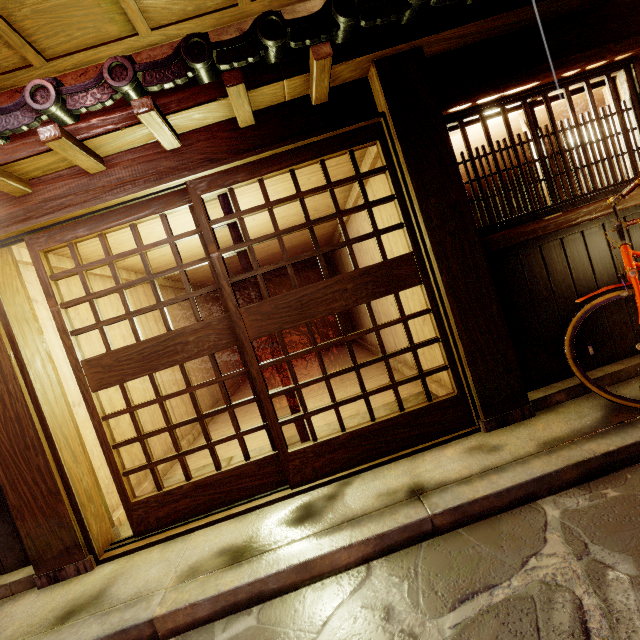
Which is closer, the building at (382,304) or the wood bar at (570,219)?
the wood bar at (570,219)

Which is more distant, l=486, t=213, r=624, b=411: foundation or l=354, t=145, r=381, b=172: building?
l=354, t=145, r=381, b=172: building

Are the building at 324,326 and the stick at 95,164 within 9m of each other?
no

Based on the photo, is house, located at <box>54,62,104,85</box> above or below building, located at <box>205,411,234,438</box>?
above

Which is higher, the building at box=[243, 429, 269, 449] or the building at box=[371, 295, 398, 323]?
the building at box=[371, 295, 398, 323]

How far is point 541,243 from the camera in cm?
531

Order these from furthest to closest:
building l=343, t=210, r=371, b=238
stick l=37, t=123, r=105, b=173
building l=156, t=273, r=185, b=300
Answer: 1. building l=156, t=273, r=185, b=300
2. building l=343, t=210, r=371, b=238
3. stick l=37, t=123, r=105, b=173

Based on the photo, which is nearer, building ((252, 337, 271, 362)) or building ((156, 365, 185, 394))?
building ((156, 365, 185, 394))
